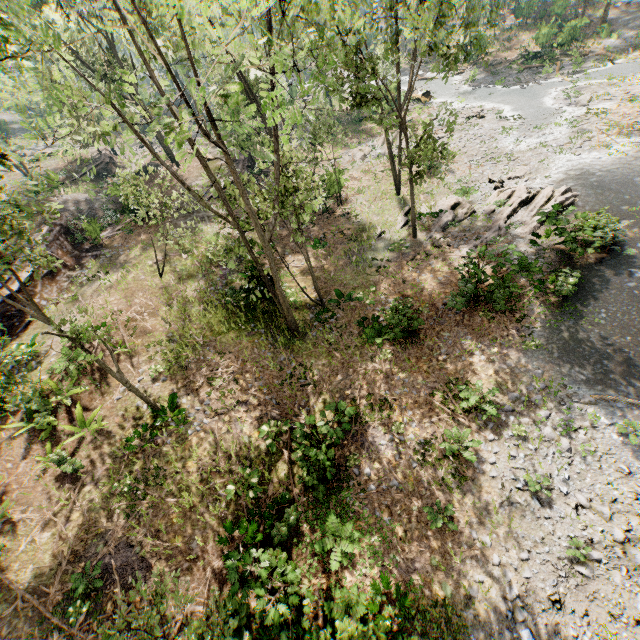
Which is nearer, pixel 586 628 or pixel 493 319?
pixel 586 628

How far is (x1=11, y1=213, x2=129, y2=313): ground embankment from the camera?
19.2m

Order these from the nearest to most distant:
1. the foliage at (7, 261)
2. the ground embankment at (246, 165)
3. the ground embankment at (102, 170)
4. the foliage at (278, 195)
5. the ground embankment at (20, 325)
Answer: the foliage at (278, 195), the foliage at (7, 261), the ground embankment at (20, 325), the ground embankment at (246, 165), the ground embankment at (102, 170)

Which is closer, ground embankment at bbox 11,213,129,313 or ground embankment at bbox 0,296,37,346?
ground embankment at bbox 0,296,37,346

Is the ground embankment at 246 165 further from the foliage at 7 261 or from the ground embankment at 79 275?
the foliage at 7 261

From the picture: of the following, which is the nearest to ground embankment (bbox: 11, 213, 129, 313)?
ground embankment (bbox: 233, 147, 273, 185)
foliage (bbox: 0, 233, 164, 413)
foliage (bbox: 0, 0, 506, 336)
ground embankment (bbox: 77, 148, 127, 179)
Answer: foliage (bbox: 0, 0, 506, 336)

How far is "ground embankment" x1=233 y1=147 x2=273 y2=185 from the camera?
29.08m

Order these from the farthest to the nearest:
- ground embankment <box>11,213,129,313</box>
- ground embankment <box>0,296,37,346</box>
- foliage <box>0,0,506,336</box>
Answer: ground embankment <box>11,213,129,313</box>, ground embankment <box>0,296,37,346</box>, foliage <box>0,0,506,336</box>
